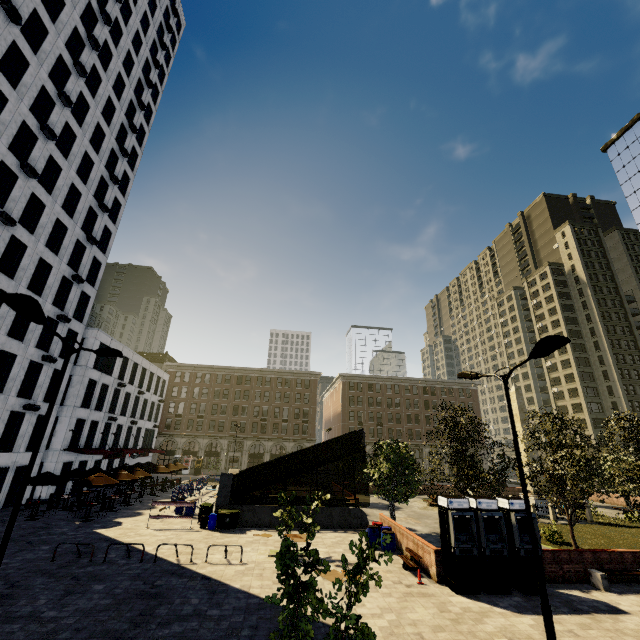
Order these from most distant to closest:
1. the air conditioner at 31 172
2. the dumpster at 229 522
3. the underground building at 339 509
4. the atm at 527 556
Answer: the air conditioner at 31 172 → the underground building at 339 509 → the dumpster at 229 522 → the atm at 527 556

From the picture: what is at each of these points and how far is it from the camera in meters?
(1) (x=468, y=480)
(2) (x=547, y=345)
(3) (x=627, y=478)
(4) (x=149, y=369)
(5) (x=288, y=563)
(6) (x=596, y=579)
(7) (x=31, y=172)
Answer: (1) tree, 18.2
(2) street light, 8.4
(3) tree, 20.4
(4) building, 47.9
(5) tree, 7.0
(6) bench, 13.7
(7) air conditioner, 23.6

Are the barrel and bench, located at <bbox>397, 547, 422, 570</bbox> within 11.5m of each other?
yes

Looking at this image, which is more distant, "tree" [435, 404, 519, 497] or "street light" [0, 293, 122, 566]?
"tree" [435, 404, 519, 497]

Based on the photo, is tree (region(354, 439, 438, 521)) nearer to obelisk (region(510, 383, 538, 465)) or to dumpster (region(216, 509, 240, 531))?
obelisk (region(510, 383, 538, 465))

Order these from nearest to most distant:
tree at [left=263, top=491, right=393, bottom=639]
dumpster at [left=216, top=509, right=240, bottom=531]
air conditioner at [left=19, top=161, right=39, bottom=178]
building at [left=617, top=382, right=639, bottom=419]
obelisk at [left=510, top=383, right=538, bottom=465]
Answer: tree at [left=263, top=491, right=393, bottom=639] < dumpster at [left=216, top=509, right=240, bottom=531] < air conditioner at [left=19, top=161, right=39, bottom=178] < obelisk at [left=510, top=383, right=538, bottom=465] < building at [left=617, top=382, right=639, bottom=419]

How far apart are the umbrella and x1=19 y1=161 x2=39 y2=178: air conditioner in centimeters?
2335cm

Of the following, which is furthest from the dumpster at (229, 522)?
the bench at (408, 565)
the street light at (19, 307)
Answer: the street light at (19, 307)
